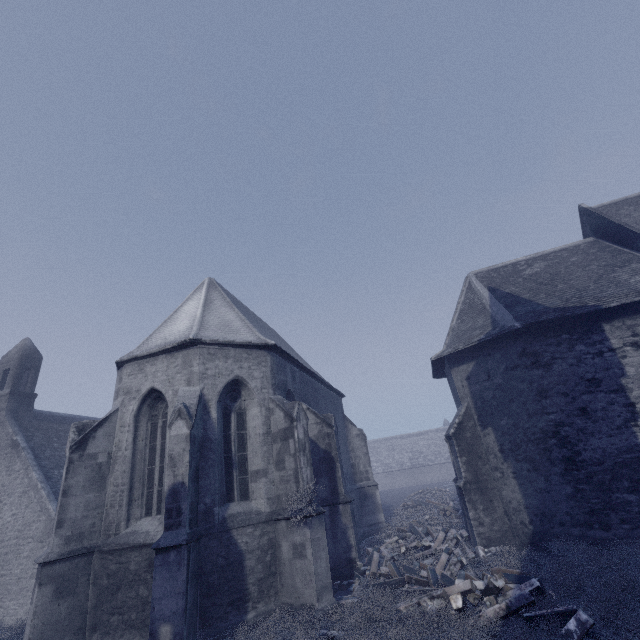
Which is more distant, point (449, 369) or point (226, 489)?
point (449, 369)
